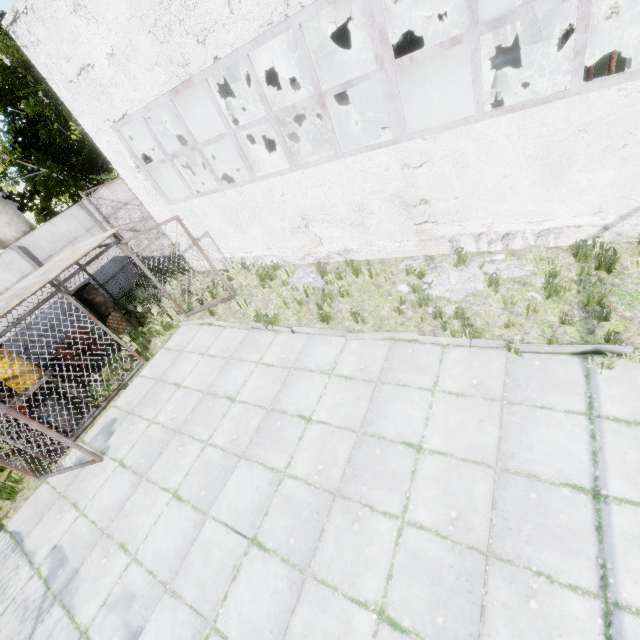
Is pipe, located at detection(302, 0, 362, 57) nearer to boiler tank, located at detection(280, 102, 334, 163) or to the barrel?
boiler tank, located at detection(280, 102, 334, 163)

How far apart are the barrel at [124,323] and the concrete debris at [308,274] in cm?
628

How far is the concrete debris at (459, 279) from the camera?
6.5 meters

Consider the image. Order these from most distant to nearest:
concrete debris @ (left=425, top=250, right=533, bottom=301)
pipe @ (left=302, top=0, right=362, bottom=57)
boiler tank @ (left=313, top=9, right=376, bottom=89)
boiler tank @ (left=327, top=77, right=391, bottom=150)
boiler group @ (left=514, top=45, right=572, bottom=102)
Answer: pipe @ (left=302, top=0, right=362, bottom=57), boiler tank @ (left=327, top=77, right=391, bottom=150), boiler tank @ (left=313, top=9, right=376, bottom=89), concrete debris @ (left=425, top=250, right=533, bottom=301), boiler group @ (left=514, top=45, right=572, bottom=102)

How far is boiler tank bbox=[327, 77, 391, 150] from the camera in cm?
1052

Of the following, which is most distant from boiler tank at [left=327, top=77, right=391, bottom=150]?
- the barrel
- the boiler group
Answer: the barrel

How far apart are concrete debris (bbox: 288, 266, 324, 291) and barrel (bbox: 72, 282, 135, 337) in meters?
6.3

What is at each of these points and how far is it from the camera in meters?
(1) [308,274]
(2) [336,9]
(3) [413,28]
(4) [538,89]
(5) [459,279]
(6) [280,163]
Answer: (1) concrete debris, 9.3 m
(2) pipe, 16.4 m
(3) boiler tank, 9.9 m
(4) boiler tank, 8.7 m
(5) concrete debris, 6.8 m
(6) pipe, 14.9 m
